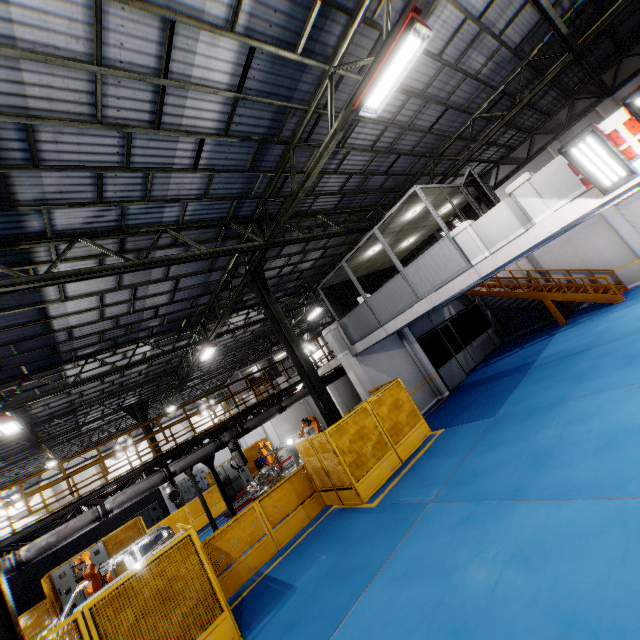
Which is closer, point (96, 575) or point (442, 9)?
point (442, 9)

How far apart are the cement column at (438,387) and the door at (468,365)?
2.0 meters

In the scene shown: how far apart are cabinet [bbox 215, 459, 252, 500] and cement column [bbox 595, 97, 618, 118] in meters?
26.3

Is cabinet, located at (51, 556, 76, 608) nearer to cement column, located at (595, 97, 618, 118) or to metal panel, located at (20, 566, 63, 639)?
metal panel, located at (20, 566, 63, 639)

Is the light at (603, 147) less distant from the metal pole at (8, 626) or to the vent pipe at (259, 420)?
the metal pole at (8, 626)

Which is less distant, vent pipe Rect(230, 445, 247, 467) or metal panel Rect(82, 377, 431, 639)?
metal panel Rect(82, 377, 431, 639)

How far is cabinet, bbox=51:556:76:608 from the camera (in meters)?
14.85

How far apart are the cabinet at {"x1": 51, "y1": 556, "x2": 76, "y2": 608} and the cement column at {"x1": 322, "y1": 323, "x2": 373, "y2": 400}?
15.3m
